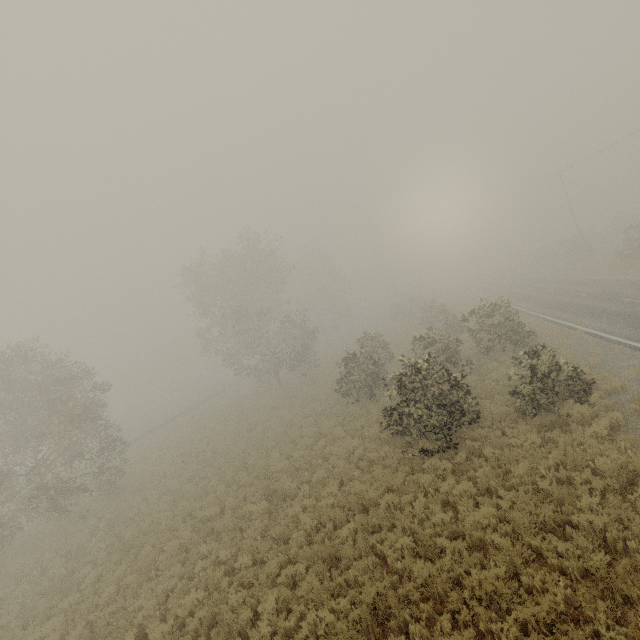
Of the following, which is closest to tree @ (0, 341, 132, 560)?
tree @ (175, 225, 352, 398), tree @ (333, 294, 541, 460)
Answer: tree @ (175, 225, 352, 398)

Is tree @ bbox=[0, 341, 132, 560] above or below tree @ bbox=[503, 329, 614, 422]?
above

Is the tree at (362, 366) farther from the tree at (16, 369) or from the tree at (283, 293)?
the tree at (16, 369)

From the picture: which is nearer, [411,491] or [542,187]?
[411,491]

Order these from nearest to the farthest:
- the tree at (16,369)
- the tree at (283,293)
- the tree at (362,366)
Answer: the tree at (362,366) < the tree at (16,369) < the tree at (283,293)

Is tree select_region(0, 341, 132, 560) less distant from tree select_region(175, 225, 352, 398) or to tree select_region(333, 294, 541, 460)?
tree select_region(175, 225, 352, 398)
